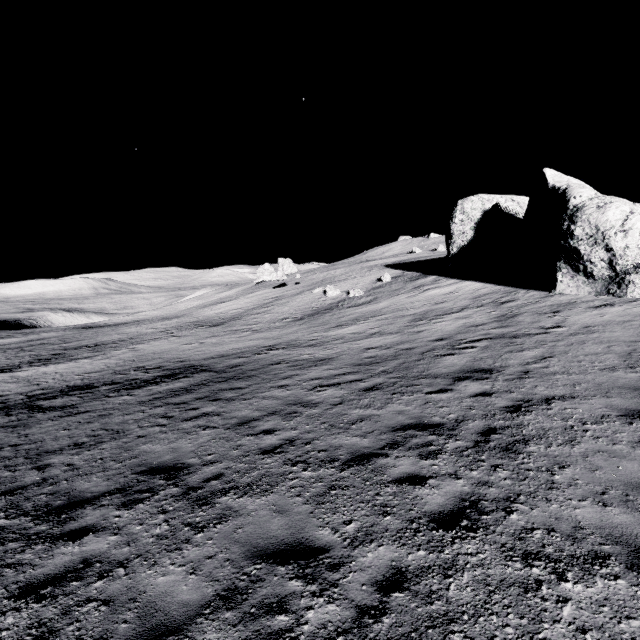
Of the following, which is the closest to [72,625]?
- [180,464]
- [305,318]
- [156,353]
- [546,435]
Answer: [180,464]
